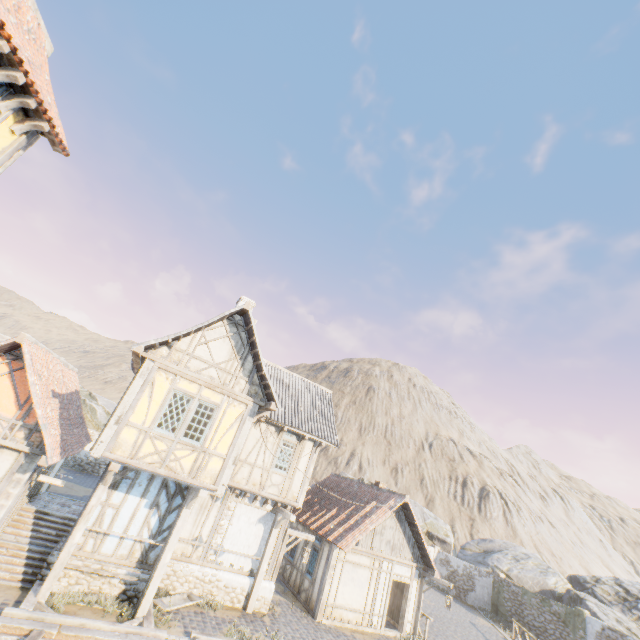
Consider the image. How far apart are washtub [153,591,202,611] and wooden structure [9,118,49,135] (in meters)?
13.76

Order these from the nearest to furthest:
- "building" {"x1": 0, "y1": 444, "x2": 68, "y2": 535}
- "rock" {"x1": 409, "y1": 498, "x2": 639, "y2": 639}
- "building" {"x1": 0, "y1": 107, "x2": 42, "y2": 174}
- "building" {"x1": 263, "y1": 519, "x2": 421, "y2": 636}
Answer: "building" {"x1": 0, "y1": 107, "x2": 42, "y2": 174}, "building" {"x1": 0, "y1": 444, "x2": 68, "y2": 535}, "building" {"x1": 263, "y1": 519, "x2": 421, "y2": 636}, "rock" {"x1": 409, "y1": 498, "x2": 639, "y2": 639}

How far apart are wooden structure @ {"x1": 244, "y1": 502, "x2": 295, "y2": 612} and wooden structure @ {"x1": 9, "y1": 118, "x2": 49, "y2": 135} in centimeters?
1436cm

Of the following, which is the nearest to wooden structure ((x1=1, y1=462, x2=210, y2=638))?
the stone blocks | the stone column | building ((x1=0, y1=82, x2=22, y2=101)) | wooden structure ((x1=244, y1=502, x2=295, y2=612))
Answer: the stone blocks

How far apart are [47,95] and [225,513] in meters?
14.8 m

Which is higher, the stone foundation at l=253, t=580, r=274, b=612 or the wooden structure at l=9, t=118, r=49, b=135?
the wooden structure at l=9, t=118, r=49, b=135

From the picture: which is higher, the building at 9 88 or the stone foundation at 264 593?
the building at 9 88

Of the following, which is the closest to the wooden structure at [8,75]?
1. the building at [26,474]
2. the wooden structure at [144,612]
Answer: the wooden structure at [144,612]
